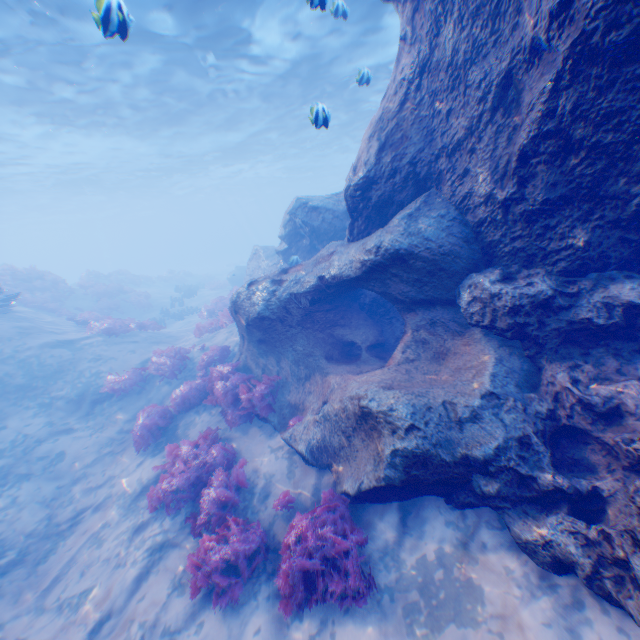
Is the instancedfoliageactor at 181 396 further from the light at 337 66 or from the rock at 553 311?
the light at 337 66

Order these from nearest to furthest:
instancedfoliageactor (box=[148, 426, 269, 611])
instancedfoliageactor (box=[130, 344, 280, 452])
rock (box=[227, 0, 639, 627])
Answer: rock (box=[227, 0, 639, 627]), instancedfoliageactor (box=[148, 426, 269, 611]), instancedfoliageactor (box=[130, 344, 280, 452])

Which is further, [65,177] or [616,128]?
[65,177]

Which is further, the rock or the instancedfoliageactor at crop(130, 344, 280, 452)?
the instancedfoliageactor at crop(130, 344, 280, 452)

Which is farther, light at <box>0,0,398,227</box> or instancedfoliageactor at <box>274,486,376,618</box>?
light at <box>0,0,398,227</box>

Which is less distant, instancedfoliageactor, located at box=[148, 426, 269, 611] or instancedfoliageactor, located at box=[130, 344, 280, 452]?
instancedfoliageactor, located at box=[148, 426, 269, 611]

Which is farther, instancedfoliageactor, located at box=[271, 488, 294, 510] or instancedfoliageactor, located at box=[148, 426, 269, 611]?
instancedfoliageactor, located at box=[271, 488, 294, 510]

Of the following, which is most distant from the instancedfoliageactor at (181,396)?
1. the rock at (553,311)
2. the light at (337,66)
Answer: the light at (337,66)
